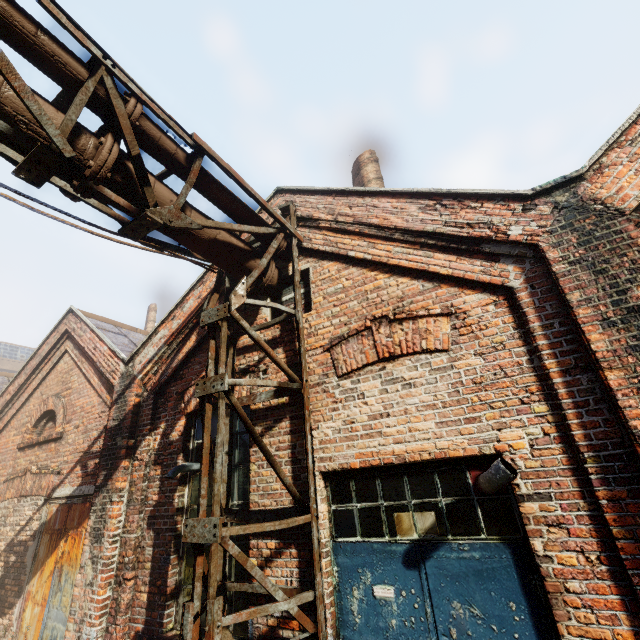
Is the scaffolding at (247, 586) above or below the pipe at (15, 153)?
below

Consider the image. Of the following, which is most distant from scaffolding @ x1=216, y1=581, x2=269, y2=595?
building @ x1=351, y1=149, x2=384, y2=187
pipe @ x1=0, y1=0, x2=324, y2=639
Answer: building @ x1=351, y1=149, x2=384, y2=187

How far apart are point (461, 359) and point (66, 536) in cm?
701

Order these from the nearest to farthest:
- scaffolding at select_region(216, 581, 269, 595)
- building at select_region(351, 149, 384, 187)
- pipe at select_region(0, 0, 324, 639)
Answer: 1. pipe at select_region(0, 0, 324, 639)
2. scaffolding at select_region(216, 581, 269, 595)
3. building at select_region(351, 149, 384, 187)

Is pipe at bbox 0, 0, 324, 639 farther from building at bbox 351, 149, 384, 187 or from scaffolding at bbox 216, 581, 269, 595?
building at bbox 351, 149, 384, 187

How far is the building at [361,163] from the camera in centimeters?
776cm

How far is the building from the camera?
7.8 meters
